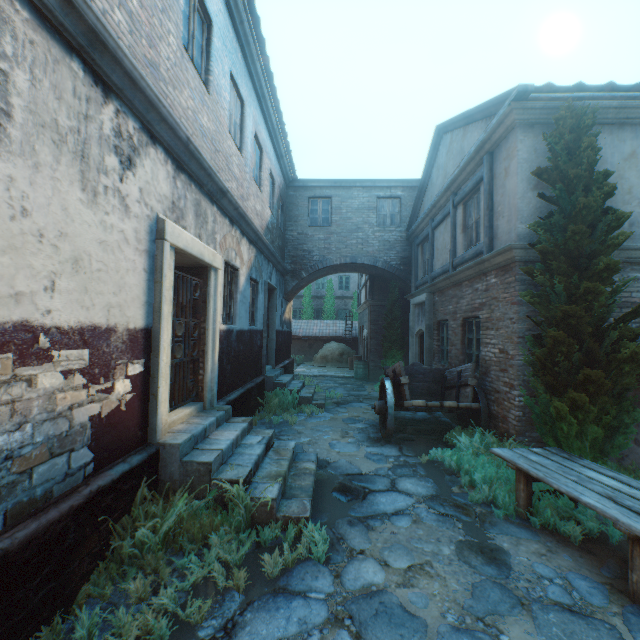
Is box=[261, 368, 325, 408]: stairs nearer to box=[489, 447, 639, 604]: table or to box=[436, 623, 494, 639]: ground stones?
box=[436, 623, 494, 639]: ground stones

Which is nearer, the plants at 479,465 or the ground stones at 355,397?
the plants at 479,465

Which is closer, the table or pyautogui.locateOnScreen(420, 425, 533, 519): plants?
the table

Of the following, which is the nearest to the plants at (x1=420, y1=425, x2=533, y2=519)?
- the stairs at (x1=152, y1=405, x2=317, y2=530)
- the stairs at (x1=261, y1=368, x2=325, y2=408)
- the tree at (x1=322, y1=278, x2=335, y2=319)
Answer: the stairs at (x1=152, y1=405, x2=317, y2=530)

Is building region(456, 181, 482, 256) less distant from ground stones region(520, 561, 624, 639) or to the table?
ground stones region(520, 561, 624, 639)

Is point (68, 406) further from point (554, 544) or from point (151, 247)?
point (554, 544)

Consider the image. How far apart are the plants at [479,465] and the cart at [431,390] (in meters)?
0.09

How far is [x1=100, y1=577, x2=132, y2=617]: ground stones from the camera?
2.68m
